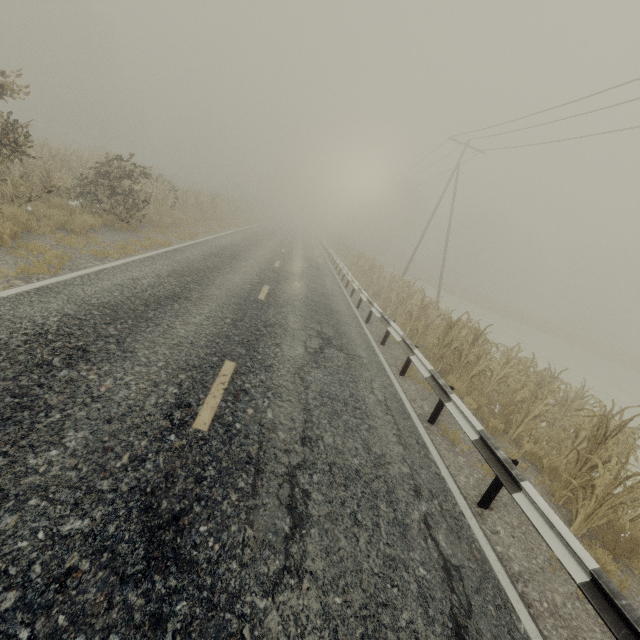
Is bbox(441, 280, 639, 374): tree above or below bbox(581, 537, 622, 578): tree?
above

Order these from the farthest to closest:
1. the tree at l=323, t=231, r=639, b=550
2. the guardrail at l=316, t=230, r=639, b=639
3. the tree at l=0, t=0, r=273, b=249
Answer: the tree at l=0, t=0, r=273, b=249 < the tree at l=323, t=231, r=639, b=550 < the guardrail at l=316, t=230, r=639, b=639

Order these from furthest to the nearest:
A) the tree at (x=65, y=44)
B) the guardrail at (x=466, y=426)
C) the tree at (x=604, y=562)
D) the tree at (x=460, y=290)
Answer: the tree at (x=460, y=290) < the tree at (x=65, y=44) < the tree at (x=604, y=562) < the guardrail at (x=466, y=426)

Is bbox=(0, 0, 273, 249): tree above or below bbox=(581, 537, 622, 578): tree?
above

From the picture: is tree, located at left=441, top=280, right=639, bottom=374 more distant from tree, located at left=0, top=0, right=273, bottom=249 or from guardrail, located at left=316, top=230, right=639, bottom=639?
guardrail, located at left=316, top=230, right=639, bottom=639

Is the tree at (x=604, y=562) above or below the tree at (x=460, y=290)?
below

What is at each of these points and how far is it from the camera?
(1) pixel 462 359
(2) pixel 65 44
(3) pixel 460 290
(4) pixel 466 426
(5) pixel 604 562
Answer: (1) tree, 9.0m
(2) tree, 38.3m
(3) tree, 48.8m
(4) guardrail, 5.2m
(5) tree, 4.4m

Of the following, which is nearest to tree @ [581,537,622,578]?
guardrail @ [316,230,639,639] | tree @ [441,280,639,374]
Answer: guardrail @ [316,230,639,639]
